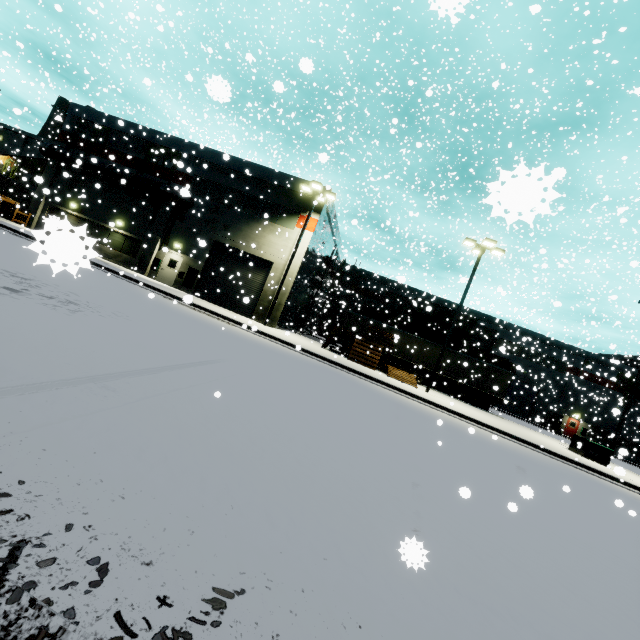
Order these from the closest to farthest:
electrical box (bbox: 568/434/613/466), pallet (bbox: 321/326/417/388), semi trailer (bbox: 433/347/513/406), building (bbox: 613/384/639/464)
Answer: electrical box (bbox: 568/434/613/466)
pallet (bbox: 321/326/417/388)
semi trailer (bbox: 433/347/513/406)
building (bbox: 613/384/639/464)

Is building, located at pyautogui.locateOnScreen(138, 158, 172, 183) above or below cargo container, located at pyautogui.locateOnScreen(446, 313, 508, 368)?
above

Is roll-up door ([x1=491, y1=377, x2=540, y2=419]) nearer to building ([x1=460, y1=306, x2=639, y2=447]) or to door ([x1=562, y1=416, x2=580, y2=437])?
building ([x1=460, y1=306, x2=639, y2=447])

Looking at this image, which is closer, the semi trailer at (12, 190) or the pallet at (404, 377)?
the pallet at (404, 377)

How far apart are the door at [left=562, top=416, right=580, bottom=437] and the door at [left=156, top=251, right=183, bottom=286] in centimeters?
4772cm

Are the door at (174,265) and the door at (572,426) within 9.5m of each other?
no

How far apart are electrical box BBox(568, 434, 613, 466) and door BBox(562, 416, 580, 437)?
26.2 meters

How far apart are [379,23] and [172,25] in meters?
37.9
